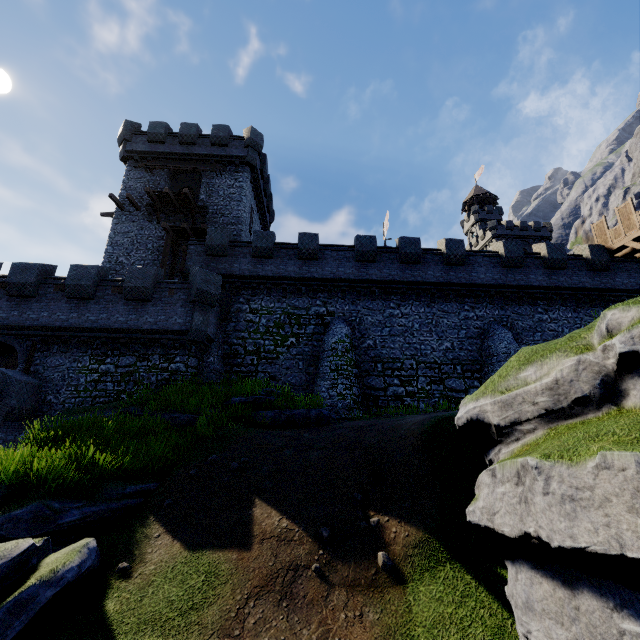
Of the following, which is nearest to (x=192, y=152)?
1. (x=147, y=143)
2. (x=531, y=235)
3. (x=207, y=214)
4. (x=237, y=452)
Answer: (x=147, y=143)

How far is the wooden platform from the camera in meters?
22.1 m

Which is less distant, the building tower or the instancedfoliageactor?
the instancedfoliageactor

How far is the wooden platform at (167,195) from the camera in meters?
22.1

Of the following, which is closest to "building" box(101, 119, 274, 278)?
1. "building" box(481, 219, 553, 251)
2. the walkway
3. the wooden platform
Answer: the wooden platform

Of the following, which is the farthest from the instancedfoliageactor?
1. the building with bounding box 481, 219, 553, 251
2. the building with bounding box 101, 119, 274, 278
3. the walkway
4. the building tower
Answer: the building with bounding box 481, 219, 553, 251

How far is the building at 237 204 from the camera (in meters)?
23.72

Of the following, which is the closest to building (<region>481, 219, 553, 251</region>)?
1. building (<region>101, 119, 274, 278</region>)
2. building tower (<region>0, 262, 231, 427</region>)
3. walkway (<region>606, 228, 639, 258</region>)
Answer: walkway (<region>606, 228, 639, 258</region>)
